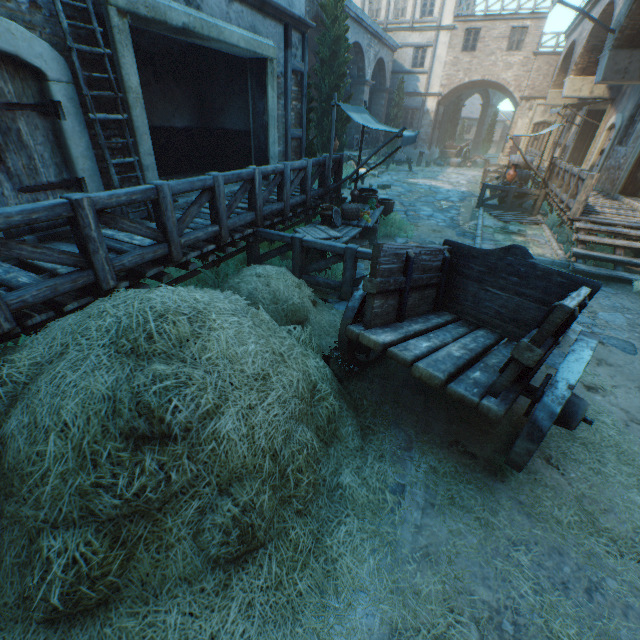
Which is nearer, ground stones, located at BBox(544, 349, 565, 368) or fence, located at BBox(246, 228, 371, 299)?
ground stones, located at BBox(544, 349, 565, 368)

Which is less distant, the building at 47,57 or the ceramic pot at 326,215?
the building at 47,57

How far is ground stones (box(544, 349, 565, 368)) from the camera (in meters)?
4.46

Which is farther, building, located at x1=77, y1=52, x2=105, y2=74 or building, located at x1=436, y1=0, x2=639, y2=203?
building, located at x1=436, y1=0, x2=639, y2=203

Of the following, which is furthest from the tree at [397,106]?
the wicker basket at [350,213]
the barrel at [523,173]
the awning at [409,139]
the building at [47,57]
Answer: the barrel at [523,173]

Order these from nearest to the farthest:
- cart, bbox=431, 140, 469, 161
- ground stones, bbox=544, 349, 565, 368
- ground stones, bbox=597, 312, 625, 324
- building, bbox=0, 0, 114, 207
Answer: building, bbox=0, 0, 114, 207 → ground stones, bbox=544, 349, 565, 368 → ground stones, bbox=597, 312, 625, 324 → cart, bbox=431, 140, 469, 161

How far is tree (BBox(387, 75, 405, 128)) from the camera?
24.1 meters

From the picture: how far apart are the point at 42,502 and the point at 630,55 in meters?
15.2
